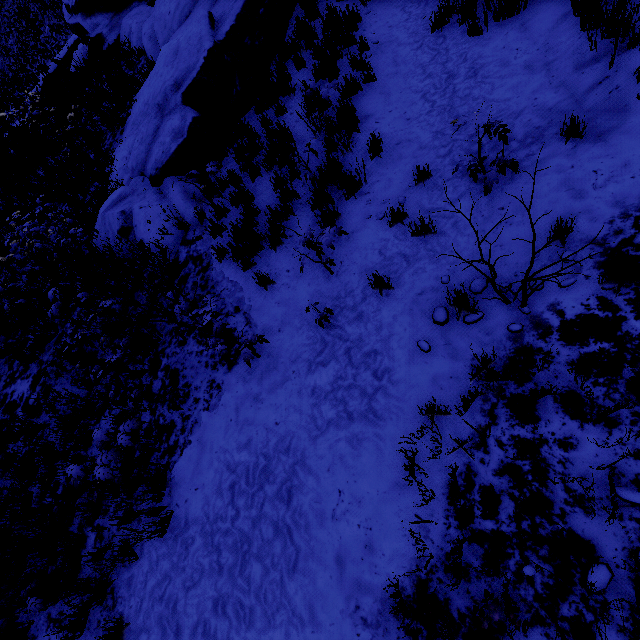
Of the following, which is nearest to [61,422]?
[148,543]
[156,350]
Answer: [156,350]
